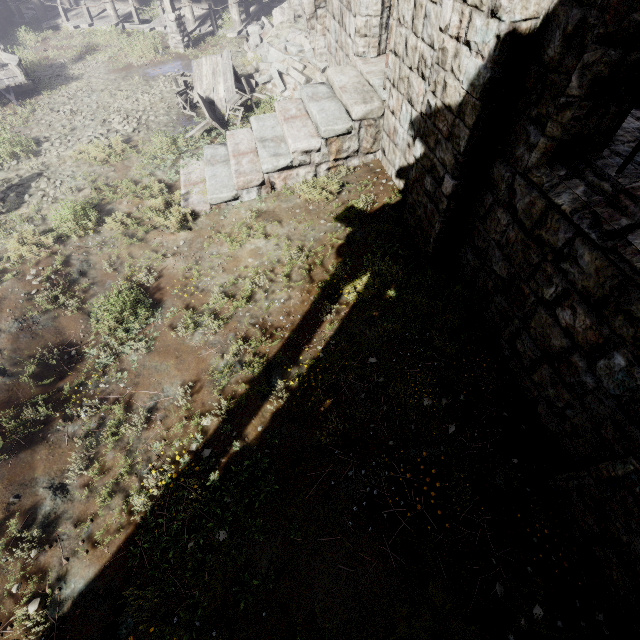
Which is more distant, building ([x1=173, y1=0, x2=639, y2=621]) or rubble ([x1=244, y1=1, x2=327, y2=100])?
rubble ([x1=244, y1=1, x2=327, y2=100])

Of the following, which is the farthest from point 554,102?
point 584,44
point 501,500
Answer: point 501,500

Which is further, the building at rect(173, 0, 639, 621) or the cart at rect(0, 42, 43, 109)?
the cart at rect(0, 42, 43, 109)

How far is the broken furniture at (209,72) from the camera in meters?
9.9

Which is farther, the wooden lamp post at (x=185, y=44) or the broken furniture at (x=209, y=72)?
the wooden lamp post at (x=185, y=44)

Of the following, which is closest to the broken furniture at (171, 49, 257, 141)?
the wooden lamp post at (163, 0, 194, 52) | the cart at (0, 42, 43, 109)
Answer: the wooden lamp post at (163, 0, 194, 52)

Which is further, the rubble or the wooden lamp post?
the wooden lamp post

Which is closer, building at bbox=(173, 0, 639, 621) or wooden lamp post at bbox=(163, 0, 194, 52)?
building at bbox=(173, 0, 639, 621)
